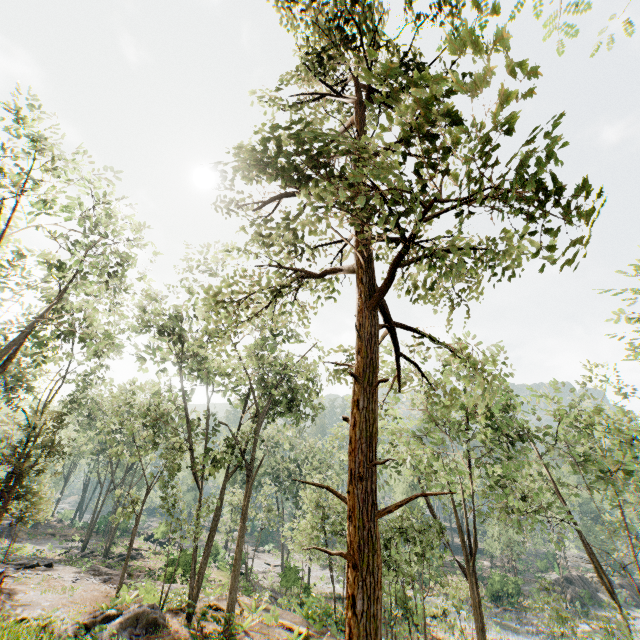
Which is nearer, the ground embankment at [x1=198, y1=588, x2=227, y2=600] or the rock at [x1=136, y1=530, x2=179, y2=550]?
the ground embankment at [x1=198, y1=588, x2=227, y2=600]

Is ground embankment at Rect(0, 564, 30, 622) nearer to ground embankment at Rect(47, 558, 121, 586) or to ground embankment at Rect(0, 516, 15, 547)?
ground embankment at Rect(47, 558, 121, 586)

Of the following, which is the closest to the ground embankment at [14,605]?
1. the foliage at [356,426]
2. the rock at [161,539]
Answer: the foliage at [356,426]

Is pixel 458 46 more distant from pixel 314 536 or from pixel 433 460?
pixel 314 536

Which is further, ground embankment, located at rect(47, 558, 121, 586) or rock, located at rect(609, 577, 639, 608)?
rock, located at rect(609, 577, 639, 608)

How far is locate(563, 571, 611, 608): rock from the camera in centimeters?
4181cm

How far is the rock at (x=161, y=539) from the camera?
41.0 meters

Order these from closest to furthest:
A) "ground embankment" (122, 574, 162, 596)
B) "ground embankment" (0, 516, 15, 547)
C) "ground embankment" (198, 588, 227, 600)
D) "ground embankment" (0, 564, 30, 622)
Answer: "ground embankment" (0, 564, 30, 622) < "ground embankment" (122, 574, 162, 596) < "ground embankment" (198, 588, 227, 600) < "ground embankment" (0, 516, 15, 547)
